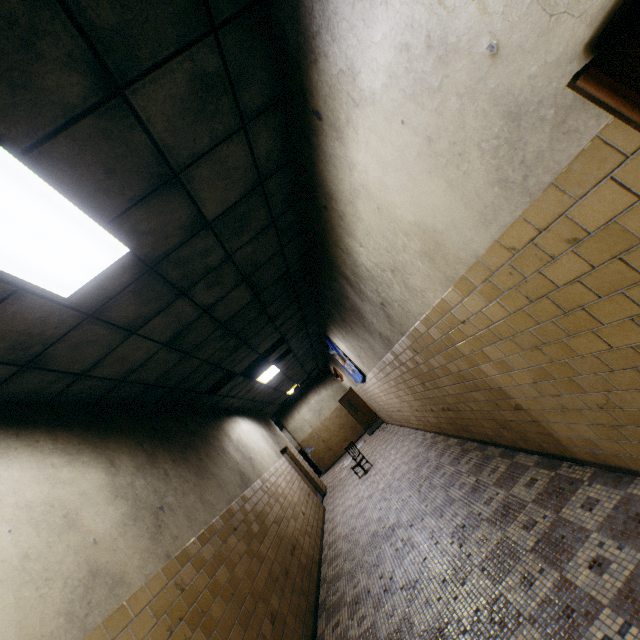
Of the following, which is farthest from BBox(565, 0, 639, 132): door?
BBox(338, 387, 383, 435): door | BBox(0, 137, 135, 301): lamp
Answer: BBox(338, 387, 383, 435): door

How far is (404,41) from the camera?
1.5m

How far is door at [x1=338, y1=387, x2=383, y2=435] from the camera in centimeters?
1441cm

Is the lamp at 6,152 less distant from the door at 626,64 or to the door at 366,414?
the door at 626,64

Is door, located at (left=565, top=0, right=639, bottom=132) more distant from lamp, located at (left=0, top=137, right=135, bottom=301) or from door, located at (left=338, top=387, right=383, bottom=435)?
door, located at (left=338, top=387, right=383, bottom=435)
